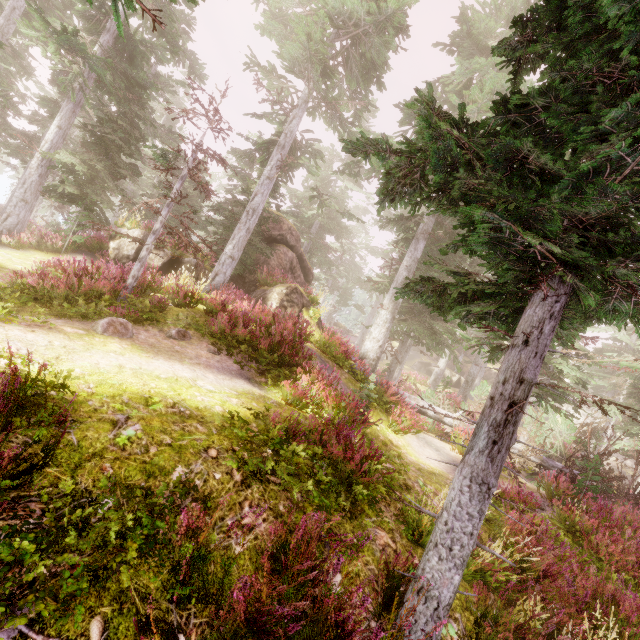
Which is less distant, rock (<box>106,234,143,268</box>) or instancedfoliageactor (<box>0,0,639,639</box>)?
instancedfoliageactor (<box>0,0,639,639</box>)

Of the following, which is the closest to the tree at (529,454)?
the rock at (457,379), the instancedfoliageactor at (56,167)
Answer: the instancedfoliageactor at (56,167)

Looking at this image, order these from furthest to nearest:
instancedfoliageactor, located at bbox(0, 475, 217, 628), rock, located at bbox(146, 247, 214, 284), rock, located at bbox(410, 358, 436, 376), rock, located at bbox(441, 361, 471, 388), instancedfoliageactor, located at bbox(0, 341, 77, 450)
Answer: rock, located at bbox(410, 358, 436, 376), rock, located at bbox(441, 361, 471, 388), rock, located at bbox(146, 247, 214, 284), instancedfoliageactor, located at bbox(0, 341, 77, 450), instancedfoliageactor, located at bbox(0, 475, 217, 628)

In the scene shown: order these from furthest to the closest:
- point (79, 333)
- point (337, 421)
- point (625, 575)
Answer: point (625, 575), point (79, 333), point (337, 421)

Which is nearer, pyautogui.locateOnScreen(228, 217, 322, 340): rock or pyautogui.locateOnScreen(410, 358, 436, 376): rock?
pyautogui.locateOnScreen(228, 217, 322, 340): rock

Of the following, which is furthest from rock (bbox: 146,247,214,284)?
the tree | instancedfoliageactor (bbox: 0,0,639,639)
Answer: the tree

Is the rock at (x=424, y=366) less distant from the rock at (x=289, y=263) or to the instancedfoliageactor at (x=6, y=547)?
the instancedfoliageactor at (x=6, y=547)
